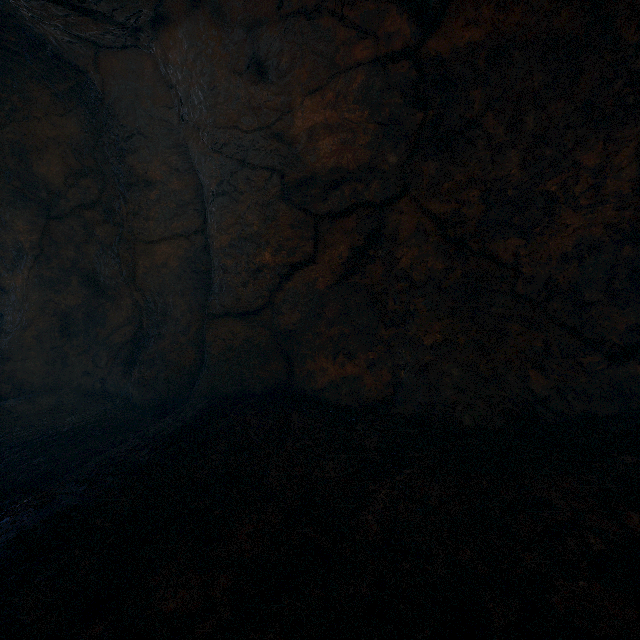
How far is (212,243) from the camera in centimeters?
480cm
